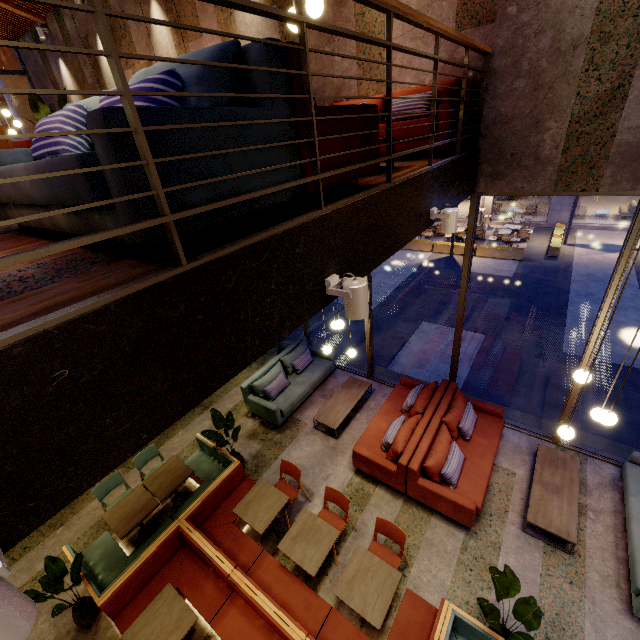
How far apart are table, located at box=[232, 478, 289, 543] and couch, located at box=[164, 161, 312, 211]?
4.44m

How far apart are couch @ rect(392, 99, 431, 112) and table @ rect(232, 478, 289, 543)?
5.3 meters

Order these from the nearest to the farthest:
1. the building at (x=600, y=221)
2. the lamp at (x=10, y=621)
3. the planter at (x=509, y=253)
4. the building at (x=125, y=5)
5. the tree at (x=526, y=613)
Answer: the lamp at (x=10, y=621) → the tree at (x=526, y=613) → the building at (x=125, y=5) → the planter at (x=509, y=253) → the building at (x=600, y=221)

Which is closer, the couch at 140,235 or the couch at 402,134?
the couch at 140,235

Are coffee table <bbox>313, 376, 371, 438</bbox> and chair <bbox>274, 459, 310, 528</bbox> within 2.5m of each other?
yes

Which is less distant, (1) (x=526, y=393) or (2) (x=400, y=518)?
(2) (x=400, y=518)

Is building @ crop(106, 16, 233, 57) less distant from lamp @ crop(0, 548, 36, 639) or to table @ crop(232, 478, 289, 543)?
lamp @ crop(0, 548, 36, 639)

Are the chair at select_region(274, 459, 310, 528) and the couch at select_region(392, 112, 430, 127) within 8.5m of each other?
yes
